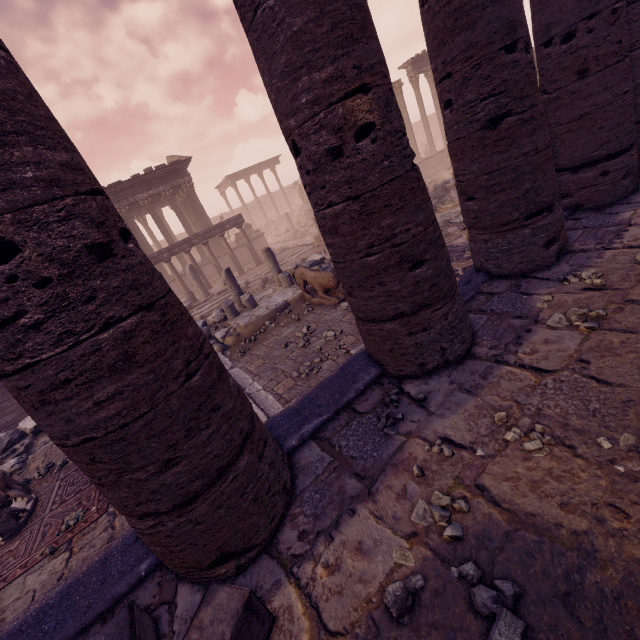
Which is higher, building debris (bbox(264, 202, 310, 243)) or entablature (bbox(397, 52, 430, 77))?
entablature (bbox(397, 52, 430, 77))

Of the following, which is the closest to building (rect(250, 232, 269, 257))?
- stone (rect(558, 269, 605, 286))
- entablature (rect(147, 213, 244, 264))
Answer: entablature (rect(147, 213, 244, 264))

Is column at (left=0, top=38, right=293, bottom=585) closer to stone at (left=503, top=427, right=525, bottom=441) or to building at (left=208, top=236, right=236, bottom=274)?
stone at (left=503, top=427, right=525, bottom=441)

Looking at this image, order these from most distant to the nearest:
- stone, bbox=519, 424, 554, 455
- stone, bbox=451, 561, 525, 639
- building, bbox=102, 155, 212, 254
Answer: building, bbox=102, 155, 212, 254, stone, bbox=519, 424, 554, 455, stone, bbox=451, 561, 525, 639

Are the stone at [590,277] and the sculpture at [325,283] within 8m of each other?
yes

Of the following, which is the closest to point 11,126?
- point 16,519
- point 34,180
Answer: point 34,180

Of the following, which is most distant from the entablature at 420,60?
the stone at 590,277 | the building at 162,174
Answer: the stone at 590,277

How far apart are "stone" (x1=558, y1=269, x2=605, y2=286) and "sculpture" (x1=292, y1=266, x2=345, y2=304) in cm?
503
